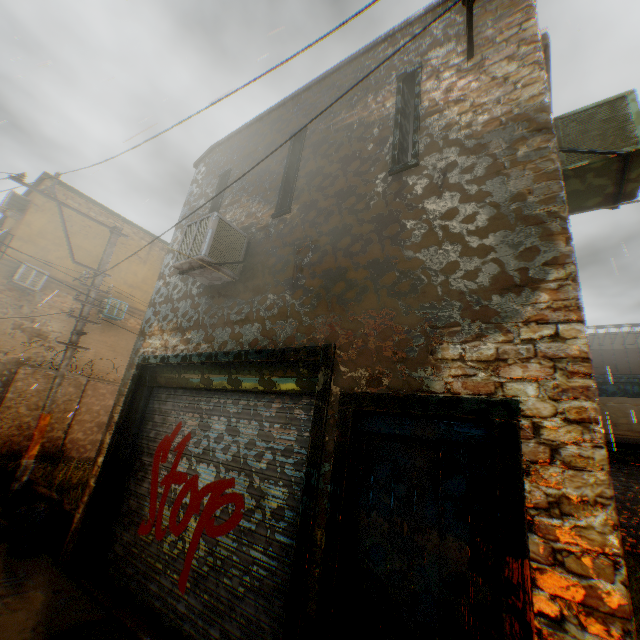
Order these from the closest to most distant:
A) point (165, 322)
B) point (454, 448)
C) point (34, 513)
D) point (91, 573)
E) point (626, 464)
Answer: point (454, 448)
point (91, 573)
point (34, 513)
point (165, 322)
point (626, 464)

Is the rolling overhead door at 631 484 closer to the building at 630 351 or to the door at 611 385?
the building at 630 351

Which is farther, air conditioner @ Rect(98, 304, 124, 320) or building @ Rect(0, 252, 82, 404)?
air conditioner @ Rect(98, 304, 124, 320)

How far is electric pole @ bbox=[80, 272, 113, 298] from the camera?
8.1 meters

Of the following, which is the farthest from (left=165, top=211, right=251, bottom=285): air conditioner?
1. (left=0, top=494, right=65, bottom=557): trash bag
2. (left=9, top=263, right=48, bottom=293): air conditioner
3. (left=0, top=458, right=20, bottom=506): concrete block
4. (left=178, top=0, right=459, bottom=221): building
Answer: (left=9, top=263, right=48, bottom=293): air conditioner

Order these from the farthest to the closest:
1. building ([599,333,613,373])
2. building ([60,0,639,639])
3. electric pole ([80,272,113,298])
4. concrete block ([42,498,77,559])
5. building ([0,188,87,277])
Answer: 1. building ([0,188,87,277])
2. building ([599,333,613,373])
3. electric pole ([80,272,113,298])
4. concrete block ([42,498,77,559])
5. building ([60,0,639,639])

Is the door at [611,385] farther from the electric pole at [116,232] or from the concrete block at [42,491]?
the concrete block at [42,491]

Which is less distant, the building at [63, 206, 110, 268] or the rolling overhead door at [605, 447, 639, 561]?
the rolling overhead door at [605, 447, 639, 561]
